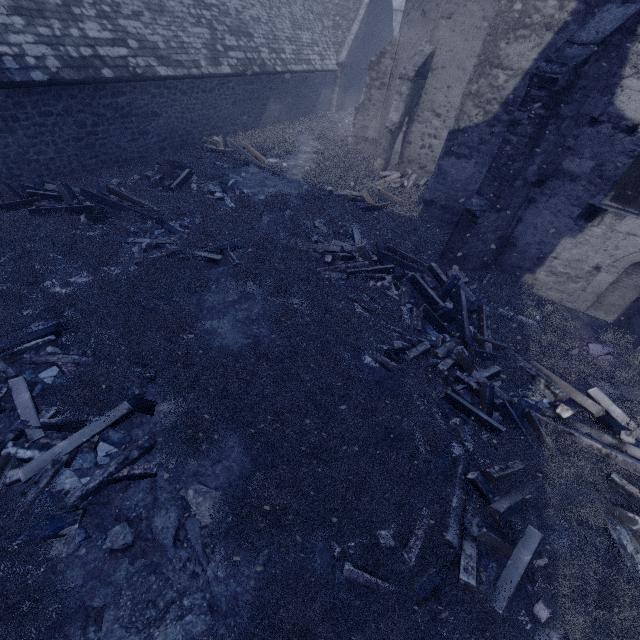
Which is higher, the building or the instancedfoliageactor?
the building

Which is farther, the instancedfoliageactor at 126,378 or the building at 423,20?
the building at 423,20

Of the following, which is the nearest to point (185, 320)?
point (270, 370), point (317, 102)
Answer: point (270, 370)

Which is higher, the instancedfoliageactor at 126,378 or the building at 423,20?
the building at 423,20

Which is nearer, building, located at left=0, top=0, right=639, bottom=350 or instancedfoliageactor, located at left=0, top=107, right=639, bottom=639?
instancedfoliageactor, located at left=0, top=107, right=639, bottom=639
